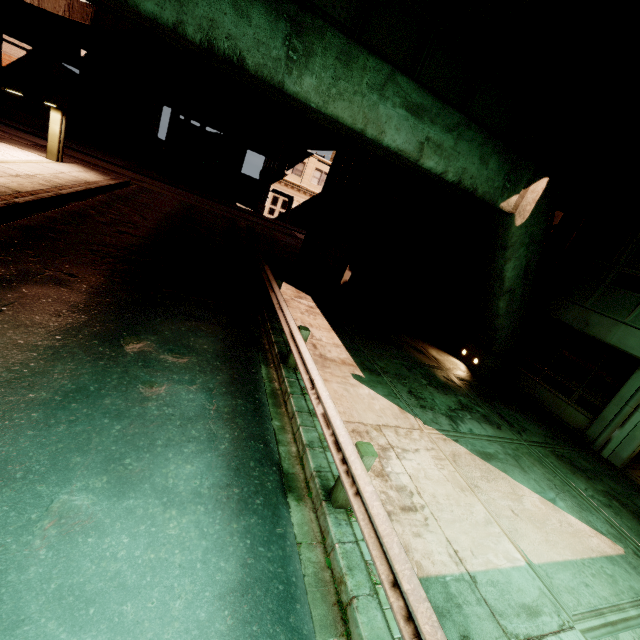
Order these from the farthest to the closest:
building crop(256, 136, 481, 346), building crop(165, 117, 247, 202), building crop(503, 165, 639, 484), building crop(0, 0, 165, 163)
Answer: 1. building crop(165, 117, 247, 202)
2. building crop(0, 0, 165, 163)
3. building crop(256, 136, 481, 346)
4. building crop(503, 165, 639, 484)

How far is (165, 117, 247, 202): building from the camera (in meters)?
32.62

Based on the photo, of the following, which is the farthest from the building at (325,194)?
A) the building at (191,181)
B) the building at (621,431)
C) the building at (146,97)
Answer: the building at (146,97)

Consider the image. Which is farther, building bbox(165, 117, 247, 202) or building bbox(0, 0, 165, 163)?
building bbox(165, 117, 247, 202)

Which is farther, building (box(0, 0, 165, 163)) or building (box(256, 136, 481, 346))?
building (box(0, 0, 165, 163))

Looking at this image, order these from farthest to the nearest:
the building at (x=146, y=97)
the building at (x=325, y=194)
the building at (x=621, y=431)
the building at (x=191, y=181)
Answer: the building at (x=191, y=181) → the building at (x=146, y=97) → the building at (x=325, y=194) → the building at (x=621, y=431)

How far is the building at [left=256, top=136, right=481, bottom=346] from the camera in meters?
12.4

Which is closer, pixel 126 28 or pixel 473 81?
pixel 473 81
